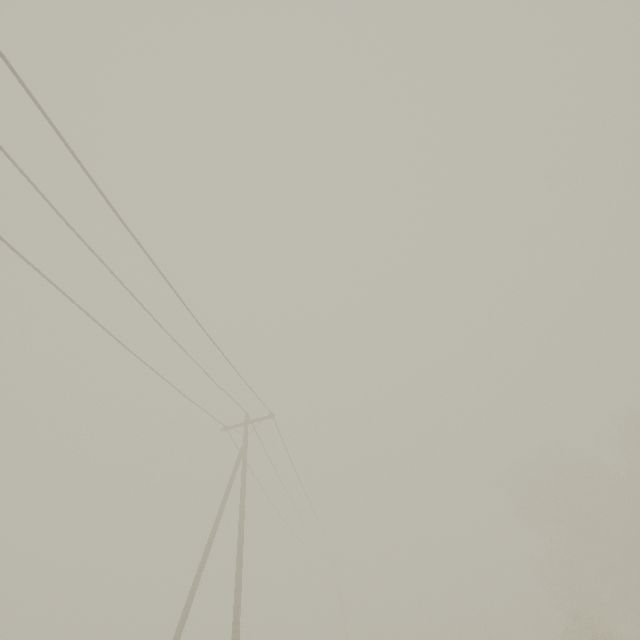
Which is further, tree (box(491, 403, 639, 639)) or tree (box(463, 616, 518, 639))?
tree (box(463, 616, 518, 639))

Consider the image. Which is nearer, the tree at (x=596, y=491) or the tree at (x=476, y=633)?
the tree at (x=596, y=491)

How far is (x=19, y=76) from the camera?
5.2 meters
